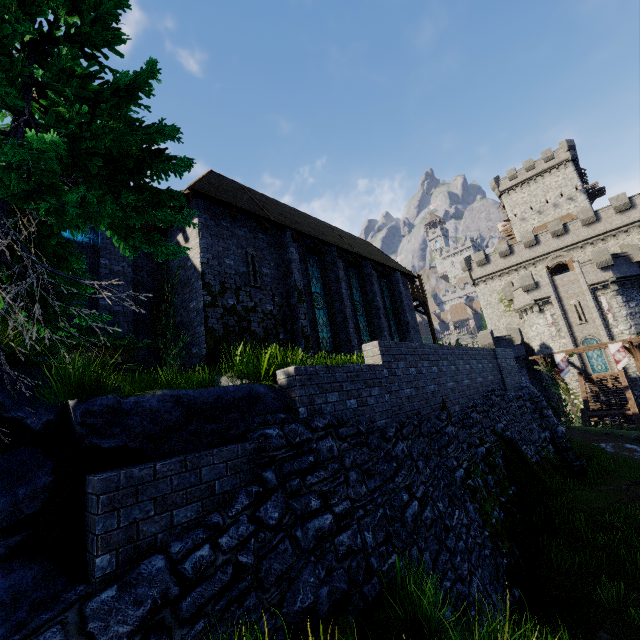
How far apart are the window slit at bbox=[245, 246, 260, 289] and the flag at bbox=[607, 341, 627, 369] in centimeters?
2885cm

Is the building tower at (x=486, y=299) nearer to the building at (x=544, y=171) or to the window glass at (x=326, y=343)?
the building at (x=544, y=171)

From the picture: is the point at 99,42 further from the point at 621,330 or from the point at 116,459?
the point at 621,330

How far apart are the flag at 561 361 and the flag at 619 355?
2.76m

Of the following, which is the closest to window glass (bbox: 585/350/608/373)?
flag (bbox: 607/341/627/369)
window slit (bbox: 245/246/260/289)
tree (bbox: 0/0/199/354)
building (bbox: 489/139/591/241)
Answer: flag (bbox: 607/341/627/369)

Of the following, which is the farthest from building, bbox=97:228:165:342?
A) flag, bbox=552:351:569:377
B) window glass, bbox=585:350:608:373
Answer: window glass, bbox=585:350:608:373

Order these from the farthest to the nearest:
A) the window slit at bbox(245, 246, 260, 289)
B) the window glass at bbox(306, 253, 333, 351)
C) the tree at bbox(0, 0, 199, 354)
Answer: the window glass at bbox(306, 253, 333, 351) → the window slit at bbox(245, 246, 260, 289) → the tree at bbox(0, 0, 199, 354)

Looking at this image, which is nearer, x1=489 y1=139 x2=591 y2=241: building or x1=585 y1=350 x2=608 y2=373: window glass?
x1=585 y1=350 x2=608 y2=373: window glass
